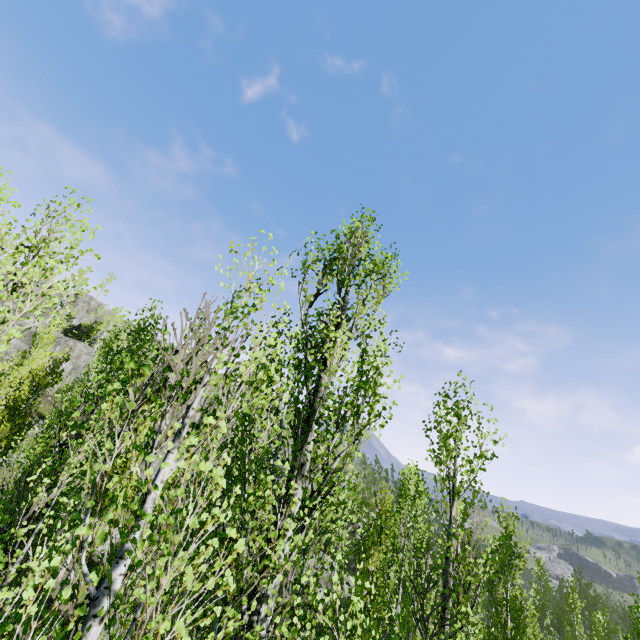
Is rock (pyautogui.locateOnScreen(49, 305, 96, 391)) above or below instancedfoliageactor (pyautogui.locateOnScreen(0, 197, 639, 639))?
above

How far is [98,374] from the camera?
8.3 meters

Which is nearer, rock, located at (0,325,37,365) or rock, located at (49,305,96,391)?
rock, located at (0,325,37,365)

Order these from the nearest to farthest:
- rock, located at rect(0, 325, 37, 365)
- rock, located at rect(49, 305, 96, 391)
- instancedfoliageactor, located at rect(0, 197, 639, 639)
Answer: instancedfoliageactor, located at rect(0, 197, 639, 639)
rock, located at rect(0, 325, 37, 365)
rock, located at rect(49, 305, 96, 391)

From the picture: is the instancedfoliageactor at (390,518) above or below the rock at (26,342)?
below

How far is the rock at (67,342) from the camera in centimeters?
3769cm

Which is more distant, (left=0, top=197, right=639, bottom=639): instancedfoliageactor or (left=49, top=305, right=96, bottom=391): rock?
(left=49, top=305, right=96, bottom=391): rock
